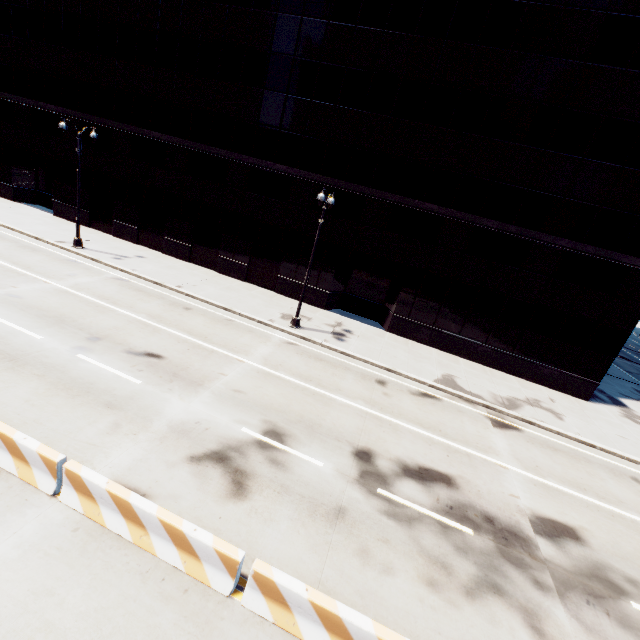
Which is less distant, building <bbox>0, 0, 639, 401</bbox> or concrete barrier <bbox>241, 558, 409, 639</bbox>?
concrete barrier <bbox>241, 558, 409, 639</bbox>

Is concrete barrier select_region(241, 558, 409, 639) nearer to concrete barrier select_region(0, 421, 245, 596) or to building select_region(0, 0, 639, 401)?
concrete barrier select_region(0, 421, 245, 596)

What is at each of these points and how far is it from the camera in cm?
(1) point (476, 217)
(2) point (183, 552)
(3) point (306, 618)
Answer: (1) building, 1873
(2) concrete barrier, 589
(3) concrete barrier, 540

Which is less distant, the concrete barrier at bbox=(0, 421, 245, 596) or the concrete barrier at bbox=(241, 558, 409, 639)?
the concrete barrier at bbox=(241, 558, 409, 639)

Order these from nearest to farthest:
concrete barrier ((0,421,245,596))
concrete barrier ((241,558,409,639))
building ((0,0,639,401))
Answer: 1. concrete barrier ((241,558,409,639))
2. concrete barrier ((0,421,245,596))
3. building ((0,0,639,401))

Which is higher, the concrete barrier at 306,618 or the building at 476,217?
the building at 476,217

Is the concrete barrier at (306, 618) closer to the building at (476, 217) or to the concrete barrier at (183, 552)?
the concrete barrier at (183, 552)
